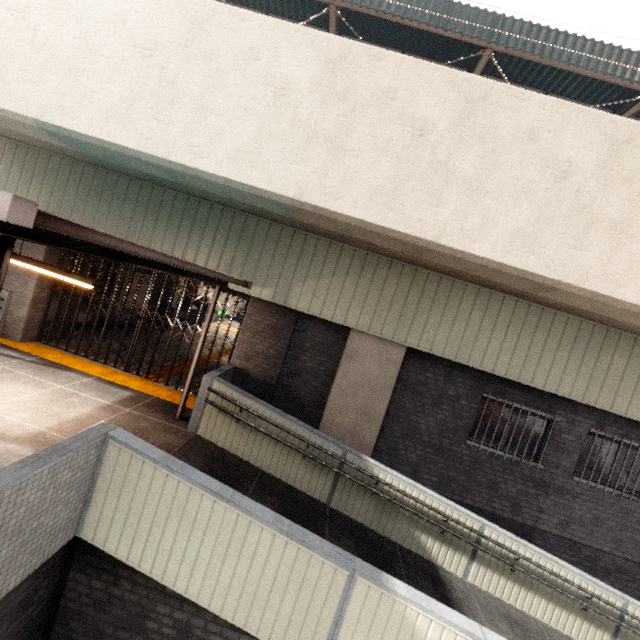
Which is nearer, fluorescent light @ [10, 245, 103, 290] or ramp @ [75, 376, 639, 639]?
ramp @ [75, 376, 639, 639]

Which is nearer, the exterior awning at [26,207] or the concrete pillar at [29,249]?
the exterior awning at [26,207]

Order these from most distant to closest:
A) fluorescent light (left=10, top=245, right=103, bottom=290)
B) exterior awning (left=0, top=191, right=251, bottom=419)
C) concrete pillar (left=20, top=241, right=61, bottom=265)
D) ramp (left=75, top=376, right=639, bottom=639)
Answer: concrete pillar (left=20, top=241, right=61, bottom=265) → fluorescent light (left=10, top=245, right=103, bottom=290) → ramp (left=75, top=376, right=639, bottom=639) → exterior awning (left=0, top=191, right=251, bottom=419)

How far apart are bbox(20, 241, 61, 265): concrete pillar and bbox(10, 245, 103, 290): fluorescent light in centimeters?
285cm

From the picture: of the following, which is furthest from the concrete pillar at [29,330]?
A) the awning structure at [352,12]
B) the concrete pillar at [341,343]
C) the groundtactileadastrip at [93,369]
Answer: the awning structure at [352,12]

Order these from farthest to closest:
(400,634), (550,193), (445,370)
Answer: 1. (445,370)
2. (550,193)
3. (400,634)

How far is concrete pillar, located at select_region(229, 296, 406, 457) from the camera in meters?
7.5 m

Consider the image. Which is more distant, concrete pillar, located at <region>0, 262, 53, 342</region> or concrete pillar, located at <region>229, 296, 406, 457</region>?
concrete pillar, located at <region>0, 262, 53, 342</region>
